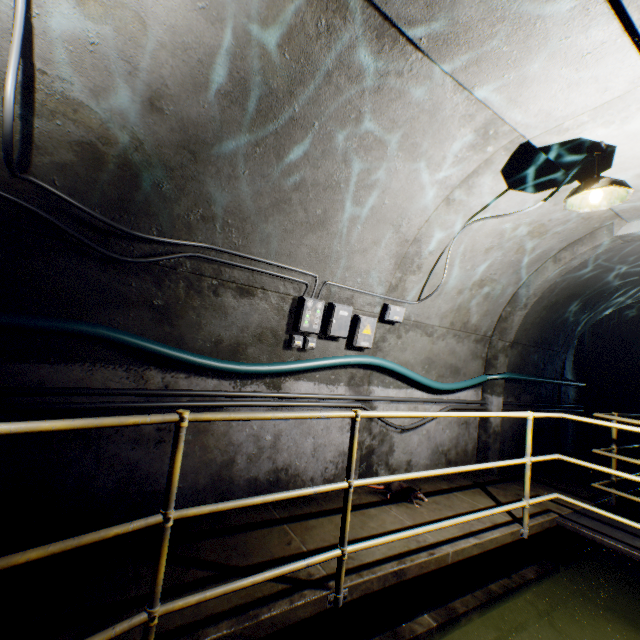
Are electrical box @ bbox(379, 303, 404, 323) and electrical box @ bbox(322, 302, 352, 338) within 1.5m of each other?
yes

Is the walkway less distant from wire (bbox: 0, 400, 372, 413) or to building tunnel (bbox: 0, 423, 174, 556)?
building tunnel (bbox: 0, 423, 174, 556)

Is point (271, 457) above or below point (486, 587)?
above

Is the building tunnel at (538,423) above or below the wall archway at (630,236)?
below

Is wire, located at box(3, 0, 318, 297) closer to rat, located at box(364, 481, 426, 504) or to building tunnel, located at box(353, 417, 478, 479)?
building tunnel, located at box(353, 417, 478, 479)

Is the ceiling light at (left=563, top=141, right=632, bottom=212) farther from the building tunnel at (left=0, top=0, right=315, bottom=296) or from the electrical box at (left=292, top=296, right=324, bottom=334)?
the electrical box at (left=292, top=296, right=324, bottom=334)

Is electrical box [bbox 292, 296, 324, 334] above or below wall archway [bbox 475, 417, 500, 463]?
above

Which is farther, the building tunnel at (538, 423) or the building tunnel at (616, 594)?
the building tunnel at (538, 423)
